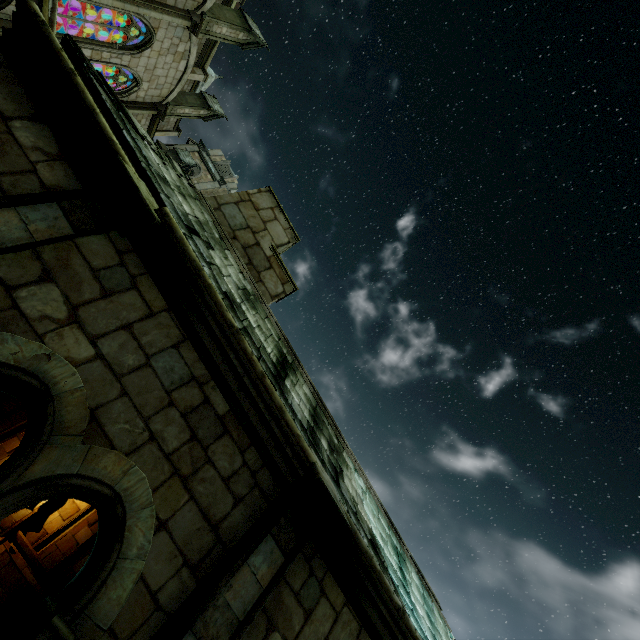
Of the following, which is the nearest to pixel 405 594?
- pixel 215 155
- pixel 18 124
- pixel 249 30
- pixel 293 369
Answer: pixel 293 369

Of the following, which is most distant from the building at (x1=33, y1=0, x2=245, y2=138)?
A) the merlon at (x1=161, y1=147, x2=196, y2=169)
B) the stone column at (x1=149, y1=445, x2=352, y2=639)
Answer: the stone column at (x1=149, y1=445, x2=352, y2=639)

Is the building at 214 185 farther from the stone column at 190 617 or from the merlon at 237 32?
the stone column at 190 617

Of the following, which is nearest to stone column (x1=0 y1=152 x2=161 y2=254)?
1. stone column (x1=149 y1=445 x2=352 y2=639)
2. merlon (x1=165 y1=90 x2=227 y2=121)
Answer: stone column (x1=149 y1=445 x2=352 y2=639)

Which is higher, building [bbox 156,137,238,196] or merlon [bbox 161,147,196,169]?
building [bbox 156,137,238,196]

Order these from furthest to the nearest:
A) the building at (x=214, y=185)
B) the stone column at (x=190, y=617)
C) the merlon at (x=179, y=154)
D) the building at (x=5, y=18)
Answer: the building at (x=214, y=185) < the merlon at (x=179, y=154) < the building at (x=5, y=18) < the stone column at (x=190, y=617)

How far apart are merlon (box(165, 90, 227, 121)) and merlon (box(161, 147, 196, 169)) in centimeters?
459cm

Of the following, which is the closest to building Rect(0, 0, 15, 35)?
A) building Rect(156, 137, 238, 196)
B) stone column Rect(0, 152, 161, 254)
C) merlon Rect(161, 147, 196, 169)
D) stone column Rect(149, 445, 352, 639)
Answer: merlon Rect(161, 147, 196, 169)
